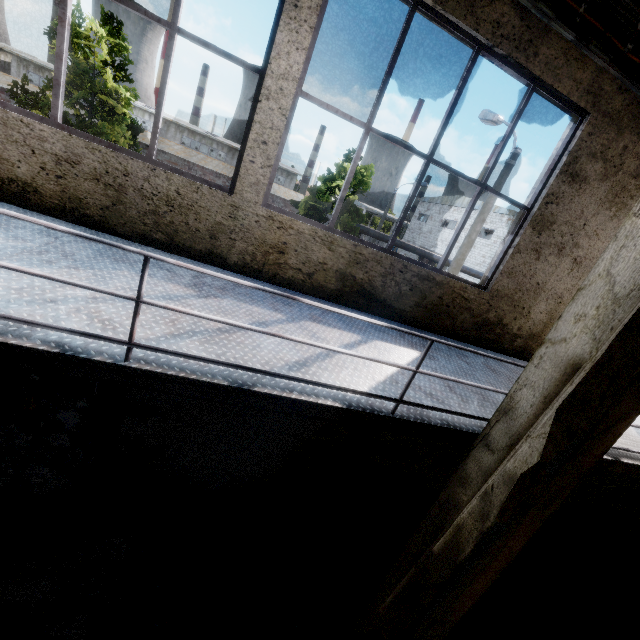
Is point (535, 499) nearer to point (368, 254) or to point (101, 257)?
point (368, 254)

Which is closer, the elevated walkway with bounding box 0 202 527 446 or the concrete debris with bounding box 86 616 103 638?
the elevated walkway with bounding box 0 202 527 446

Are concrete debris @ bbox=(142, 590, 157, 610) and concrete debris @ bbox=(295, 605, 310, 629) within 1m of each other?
no

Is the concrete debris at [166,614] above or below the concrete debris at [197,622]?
below

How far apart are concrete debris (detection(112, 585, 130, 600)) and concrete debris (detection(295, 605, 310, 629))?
2.2m

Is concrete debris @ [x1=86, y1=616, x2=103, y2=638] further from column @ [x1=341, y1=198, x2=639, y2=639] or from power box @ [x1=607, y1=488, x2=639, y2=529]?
power box @ [x1=607, y1=488, x2=639, y2=529]

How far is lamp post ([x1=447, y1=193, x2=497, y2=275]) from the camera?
9.4m

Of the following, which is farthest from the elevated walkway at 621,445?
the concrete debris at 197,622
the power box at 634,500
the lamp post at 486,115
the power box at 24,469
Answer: the lamp post at 486,115
